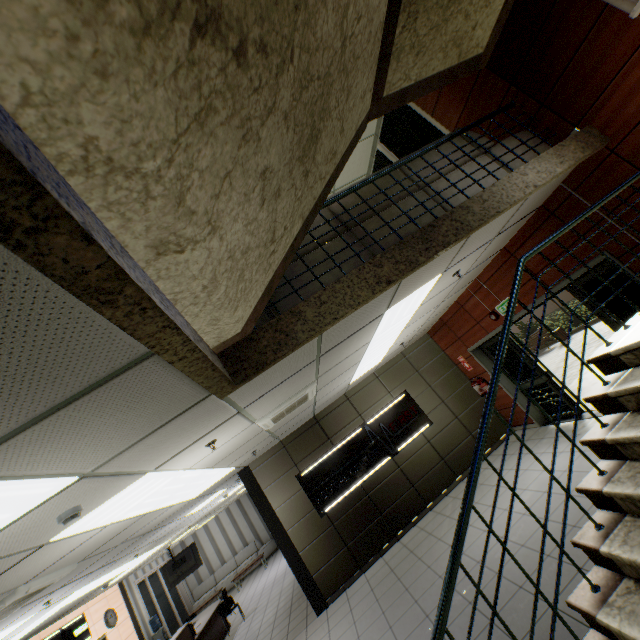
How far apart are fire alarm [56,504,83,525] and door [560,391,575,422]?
6.5 meters

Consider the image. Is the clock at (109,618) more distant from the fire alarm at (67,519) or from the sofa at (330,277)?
the sofa at (330,277)

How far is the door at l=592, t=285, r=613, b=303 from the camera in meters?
4.8 m

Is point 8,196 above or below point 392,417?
above

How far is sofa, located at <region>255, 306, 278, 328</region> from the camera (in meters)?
2.95

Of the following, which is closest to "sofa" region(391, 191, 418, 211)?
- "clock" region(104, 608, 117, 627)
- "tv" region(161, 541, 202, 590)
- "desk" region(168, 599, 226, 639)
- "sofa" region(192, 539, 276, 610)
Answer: "desk" region(168, 599, 226, 639)

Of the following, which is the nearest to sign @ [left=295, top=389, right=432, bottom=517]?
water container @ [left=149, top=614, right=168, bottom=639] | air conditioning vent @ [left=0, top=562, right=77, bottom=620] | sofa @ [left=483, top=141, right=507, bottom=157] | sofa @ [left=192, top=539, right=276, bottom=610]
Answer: air conditioning vent @ [left=0, top=562, right=77, bottom=620]

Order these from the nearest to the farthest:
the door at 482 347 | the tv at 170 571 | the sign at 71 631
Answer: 1. the door at 482 347
2. the sign at 71 631
3. the tv at 170 571
